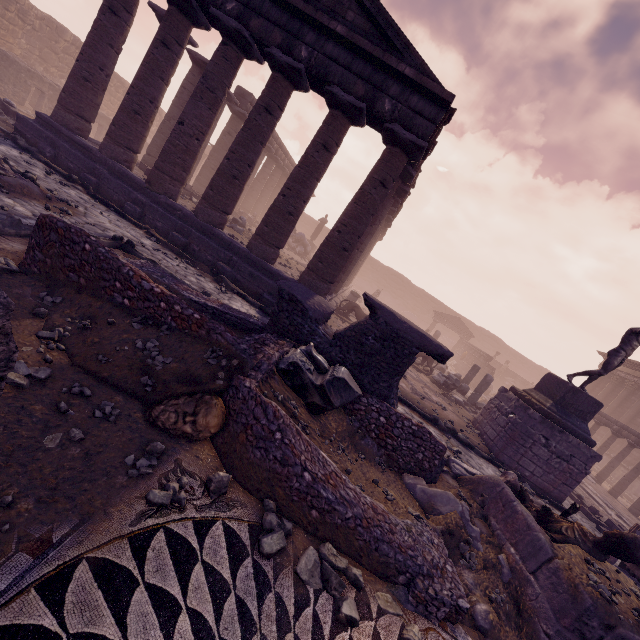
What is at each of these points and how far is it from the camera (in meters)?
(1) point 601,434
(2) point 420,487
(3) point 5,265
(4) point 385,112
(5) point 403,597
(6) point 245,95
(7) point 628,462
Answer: (1) building, 22.59
(2) debris pile, 5.10
(3) stone, 4.20
(4) entablature, 9.24
(5) building debris, 3.21
(6) entablature, 18.34
(7) building, 19.95

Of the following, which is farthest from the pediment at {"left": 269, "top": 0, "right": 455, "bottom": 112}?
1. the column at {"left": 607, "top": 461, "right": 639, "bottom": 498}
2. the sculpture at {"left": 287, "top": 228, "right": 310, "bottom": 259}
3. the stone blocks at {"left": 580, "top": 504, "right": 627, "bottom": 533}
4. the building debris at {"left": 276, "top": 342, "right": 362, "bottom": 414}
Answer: the column at {"left": 607, "top": 461, "right": 639, "bottom": 498}

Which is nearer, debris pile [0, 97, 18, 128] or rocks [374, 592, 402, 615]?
rocks [374, 592, 402, 615]

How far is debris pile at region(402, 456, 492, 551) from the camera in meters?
4.7 m

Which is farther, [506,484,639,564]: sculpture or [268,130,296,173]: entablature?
[268,130,296,173]: entablature

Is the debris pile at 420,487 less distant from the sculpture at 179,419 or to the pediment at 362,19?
the sculpture at 179,419

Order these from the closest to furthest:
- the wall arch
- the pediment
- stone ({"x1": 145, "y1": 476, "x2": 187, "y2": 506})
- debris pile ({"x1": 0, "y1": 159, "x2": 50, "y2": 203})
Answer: stone ({"x1": 145, "y1": 476, "x2": 187, "y2": 506}), debris pile ({"x1": 0, "y1": 159, "x2": 50, "y2": 203}), the pediment, the wall arch

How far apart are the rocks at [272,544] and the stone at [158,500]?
0.76m
